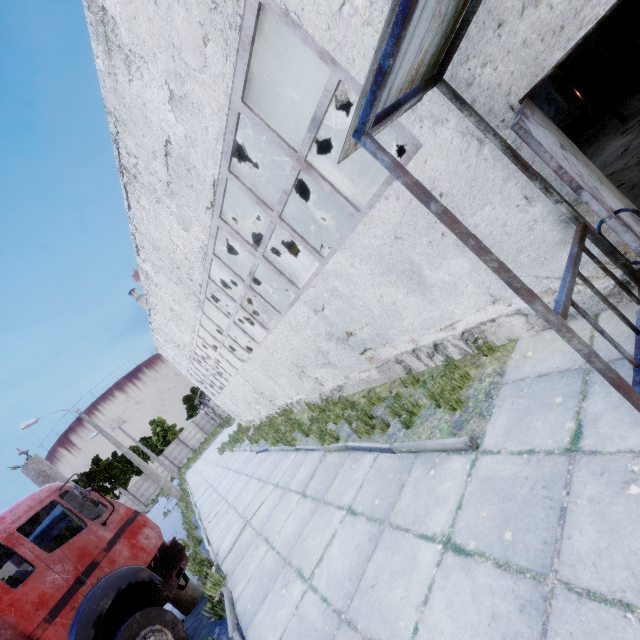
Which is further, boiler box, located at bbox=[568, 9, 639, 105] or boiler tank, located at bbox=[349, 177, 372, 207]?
boiler tank, located at bbox=[349, 177, 372, 207]

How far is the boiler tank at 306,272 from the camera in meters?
18.4 m

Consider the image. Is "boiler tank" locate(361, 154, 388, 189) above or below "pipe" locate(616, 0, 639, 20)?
above

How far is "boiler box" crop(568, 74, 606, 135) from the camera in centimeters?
811cm

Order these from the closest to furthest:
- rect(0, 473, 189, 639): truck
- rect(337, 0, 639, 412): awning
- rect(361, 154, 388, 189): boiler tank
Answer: rect(337, 0, 639, 412): awning < rect(0, 473, 189, 639): truck < rect(361, 154, 388, 189): boiler tank

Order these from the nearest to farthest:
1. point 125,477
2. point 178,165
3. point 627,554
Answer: point 627,554 < point 178,165 < point 125,477

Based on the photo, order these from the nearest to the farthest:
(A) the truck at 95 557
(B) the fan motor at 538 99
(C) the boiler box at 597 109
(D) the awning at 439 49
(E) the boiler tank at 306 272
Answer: (D) the awning at 439 49, (A) the truck at 95 557, (B) the fan motor at 538 99, (C) the boiler box at 597 109, (E) the boiler tank at 306 272

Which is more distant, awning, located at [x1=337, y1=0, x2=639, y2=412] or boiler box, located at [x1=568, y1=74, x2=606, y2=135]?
boiler box, located at [x1=568, y1=74, x2=606, y2=135]
